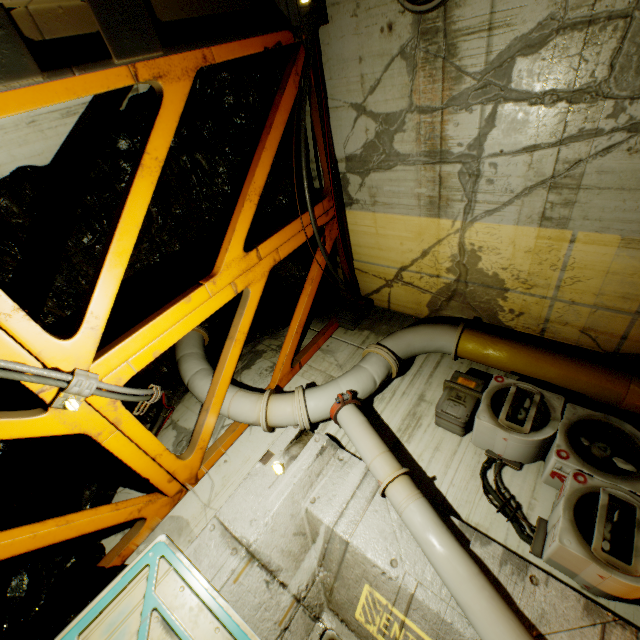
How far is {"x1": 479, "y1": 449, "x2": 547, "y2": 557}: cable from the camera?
3.4 meters

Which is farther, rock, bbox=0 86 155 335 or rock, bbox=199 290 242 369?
rock, bbox=199 290 242 369

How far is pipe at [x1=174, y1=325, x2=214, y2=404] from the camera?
5.0m

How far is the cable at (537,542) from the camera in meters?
3.4

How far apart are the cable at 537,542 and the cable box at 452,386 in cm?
31

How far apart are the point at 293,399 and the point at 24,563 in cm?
366

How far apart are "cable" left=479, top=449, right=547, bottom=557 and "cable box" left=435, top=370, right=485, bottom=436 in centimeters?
31cm

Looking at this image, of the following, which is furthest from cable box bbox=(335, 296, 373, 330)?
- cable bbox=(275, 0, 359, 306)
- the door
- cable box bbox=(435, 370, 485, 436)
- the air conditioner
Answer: the door
